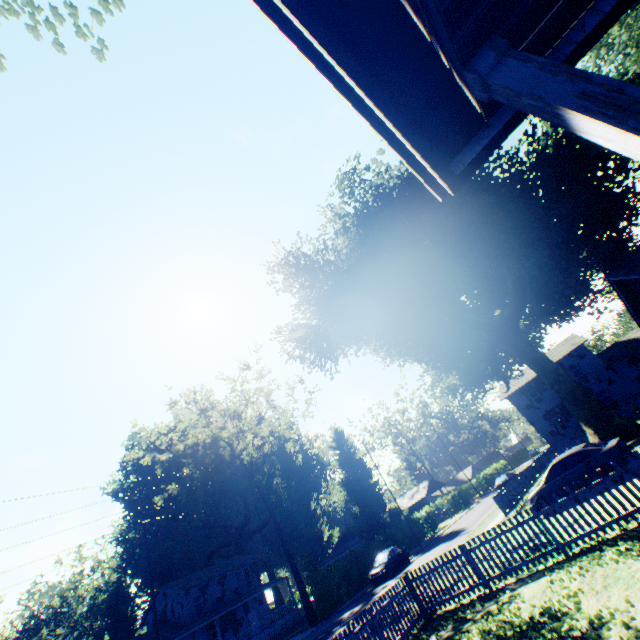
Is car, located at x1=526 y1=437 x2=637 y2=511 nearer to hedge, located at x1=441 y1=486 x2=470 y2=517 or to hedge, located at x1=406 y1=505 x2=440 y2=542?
hedge, located at x1=406 y1=505 x2=440 y2=542

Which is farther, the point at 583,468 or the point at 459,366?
the point at 459,366

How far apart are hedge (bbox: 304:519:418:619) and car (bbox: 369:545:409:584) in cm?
274

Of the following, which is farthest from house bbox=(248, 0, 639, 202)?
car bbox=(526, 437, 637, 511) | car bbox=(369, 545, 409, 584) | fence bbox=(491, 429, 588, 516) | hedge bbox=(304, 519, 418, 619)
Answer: hedge bbox=(304, 519, 418, 619)

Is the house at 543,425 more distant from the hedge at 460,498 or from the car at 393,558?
the car at 393,558

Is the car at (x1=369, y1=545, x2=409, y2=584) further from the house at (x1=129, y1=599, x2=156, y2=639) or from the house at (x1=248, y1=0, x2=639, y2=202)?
the house at (x1=248, y1=0, x2=639, y2=202)

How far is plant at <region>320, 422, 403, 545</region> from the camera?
41.8 meters

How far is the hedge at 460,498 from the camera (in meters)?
48.75
